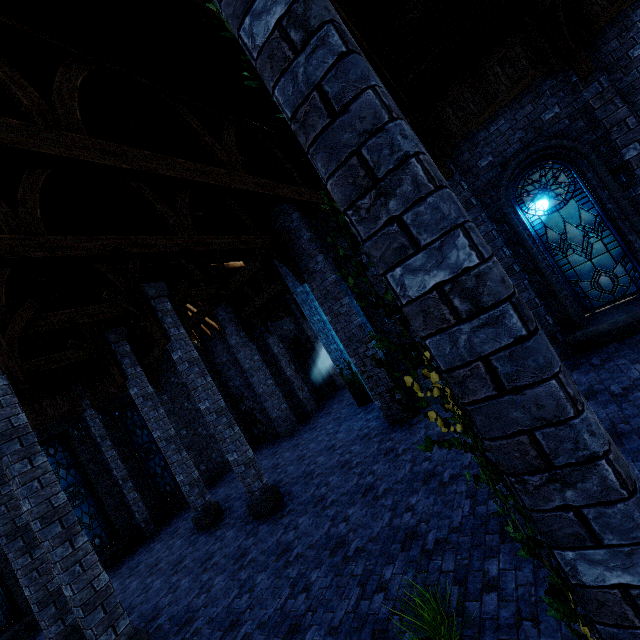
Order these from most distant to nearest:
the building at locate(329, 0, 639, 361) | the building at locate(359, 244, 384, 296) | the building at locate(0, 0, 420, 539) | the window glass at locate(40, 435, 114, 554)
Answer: the window glass at locate(40, 435, 114, 554) < the building at locate(359, 244, 384, 296) < the building at locate(329, 0, 639, 361) < the building at locate(0, 0, 420, 539)

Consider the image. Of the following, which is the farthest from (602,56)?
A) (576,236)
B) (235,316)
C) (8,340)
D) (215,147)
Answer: Result: (235,316)

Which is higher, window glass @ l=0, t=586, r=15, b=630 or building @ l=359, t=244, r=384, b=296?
building @ l=359, t=244, r=384, b=296

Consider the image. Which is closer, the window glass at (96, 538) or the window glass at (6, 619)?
the window glass at (6, 619)

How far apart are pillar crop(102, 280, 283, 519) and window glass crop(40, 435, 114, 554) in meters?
7.7

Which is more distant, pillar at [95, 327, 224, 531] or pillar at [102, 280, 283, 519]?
pillar at [95, 327, 224, 531]

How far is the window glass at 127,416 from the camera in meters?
14.4 m

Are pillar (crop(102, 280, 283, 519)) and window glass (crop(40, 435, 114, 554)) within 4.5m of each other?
no
